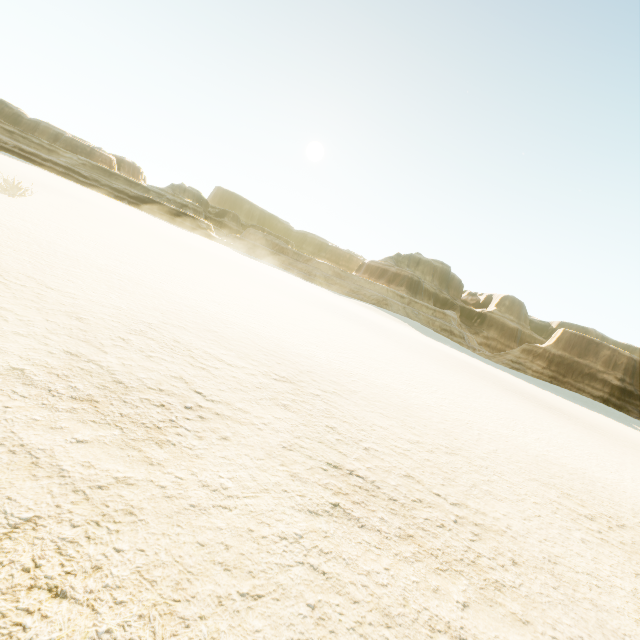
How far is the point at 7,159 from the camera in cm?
5847
